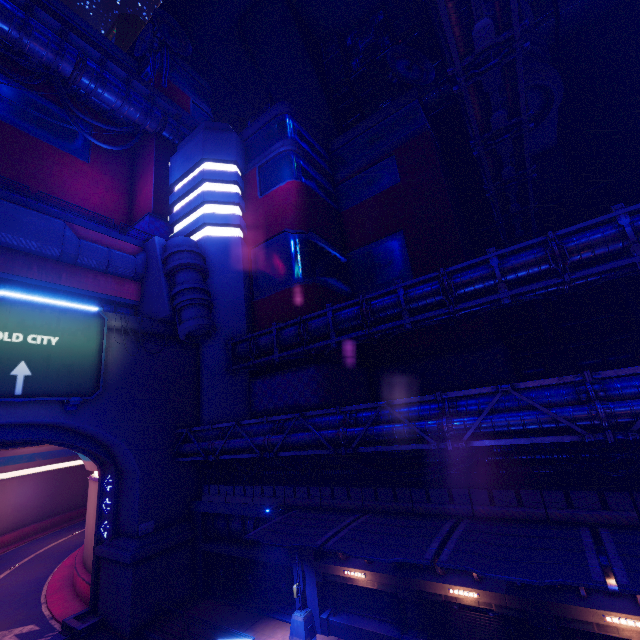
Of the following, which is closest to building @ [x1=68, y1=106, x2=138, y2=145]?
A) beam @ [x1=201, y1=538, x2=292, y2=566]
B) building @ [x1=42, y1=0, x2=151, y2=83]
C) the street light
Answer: building @ [x1=42, y1=0, x2=151, y2=83]

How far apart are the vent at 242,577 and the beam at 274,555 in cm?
35

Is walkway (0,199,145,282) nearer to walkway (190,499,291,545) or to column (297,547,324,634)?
walkway (190,499,291,545)

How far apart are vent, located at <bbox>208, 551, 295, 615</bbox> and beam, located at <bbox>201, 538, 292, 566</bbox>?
0.4m

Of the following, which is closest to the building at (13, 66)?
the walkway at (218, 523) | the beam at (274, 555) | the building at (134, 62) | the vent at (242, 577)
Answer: the building at (134, 62)

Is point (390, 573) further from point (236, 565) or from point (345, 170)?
point (345, 170)

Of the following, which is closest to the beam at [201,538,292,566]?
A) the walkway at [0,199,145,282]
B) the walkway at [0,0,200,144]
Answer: the walkway at [0,199,145,282]

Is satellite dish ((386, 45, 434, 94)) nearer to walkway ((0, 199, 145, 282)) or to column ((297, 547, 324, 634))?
walkway ((0, 199, 145, 282))
